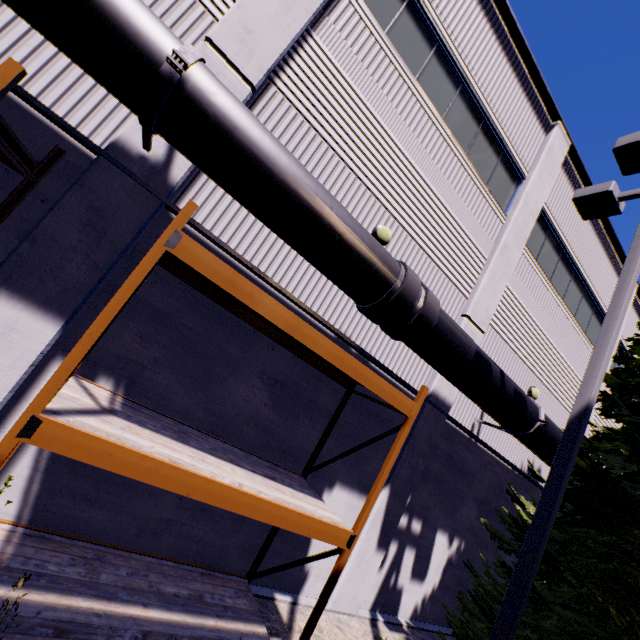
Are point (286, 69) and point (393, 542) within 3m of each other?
no

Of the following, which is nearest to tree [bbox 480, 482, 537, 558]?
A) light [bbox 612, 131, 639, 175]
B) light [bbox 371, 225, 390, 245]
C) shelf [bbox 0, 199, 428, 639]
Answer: light [bbox 612, 131, 639, 175]

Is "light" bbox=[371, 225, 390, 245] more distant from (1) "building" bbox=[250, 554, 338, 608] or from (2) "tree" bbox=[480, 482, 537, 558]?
(2) "tree" bbox=[480, 482, 537, 558]

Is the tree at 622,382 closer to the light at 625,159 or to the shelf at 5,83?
the light at 625,159

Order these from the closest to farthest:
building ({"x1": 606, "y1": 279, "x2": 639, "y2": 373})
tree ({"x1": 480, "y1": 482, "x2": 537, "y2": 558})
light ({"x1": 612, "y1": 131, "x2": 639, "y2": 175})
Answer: light ({"x1": 612, "y1": 131, "x2": 639, "y2": 175}) → tree ({"x1": 480, "y1": 482, "x2": 537, "y2": 558}) → building ({"x1": 606, "y1": 279, "x2": 639, "y2": 373})

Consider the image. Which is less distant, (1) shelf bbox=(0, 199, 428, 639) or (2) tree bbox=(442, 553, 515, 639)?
(1) shelf bbox=(0, 199, 428, 639)

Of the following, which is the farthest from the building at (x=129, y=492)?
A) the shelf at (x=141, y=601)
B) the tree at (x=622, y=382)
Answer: the tree at (x=622, y=382)

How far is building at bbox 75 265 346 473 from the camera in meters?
5.0 m
